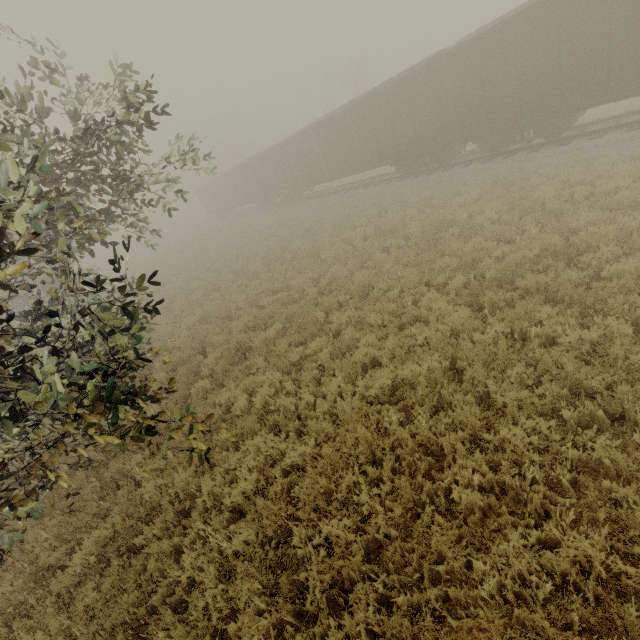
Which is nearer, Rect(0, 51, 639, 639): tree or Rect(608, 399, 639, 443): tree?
Rect(0, 51, 639, 639): tree

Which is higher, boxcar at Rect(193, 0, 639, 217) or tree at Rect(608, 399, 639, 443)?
boxcar at Rect(193, 0, 639, 217)

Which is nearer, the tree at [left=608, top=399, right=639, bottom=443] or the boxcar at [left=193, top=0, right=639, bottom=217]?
the tree at [left=608, top=399, right=639, bottom=443]

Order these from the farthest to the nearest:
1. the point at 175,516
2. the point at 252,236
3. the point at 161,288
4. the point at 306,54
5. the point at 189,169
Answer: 1. the point at 306,54
2. the point at 252,236
3. the point at 161,288
4. the point at 189,169
5. the point at 175,516

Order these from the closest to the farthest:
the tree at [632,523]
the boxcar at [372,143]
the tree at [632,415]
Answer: the tree at [632,523] < the tree at [632,415] < the boxcar at [372,143]

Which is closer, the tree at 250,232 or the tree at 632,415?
the tree at 250,232

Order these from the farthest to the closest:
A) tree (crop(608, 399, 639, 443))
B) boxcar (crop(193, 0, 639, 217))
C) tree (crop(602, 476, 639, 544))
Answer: boxcar (crop(193, 0, 639, 217)) < tree (crop(608, 399, 639, 443)) < tree (crop(602, 476, 639, 544))
